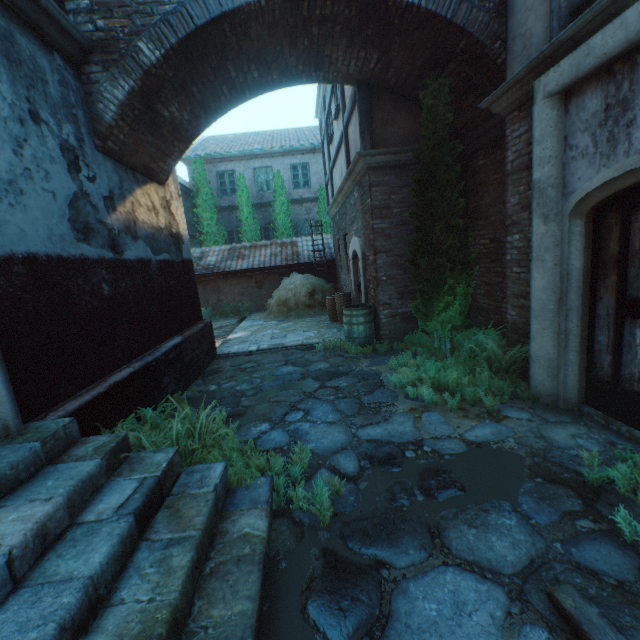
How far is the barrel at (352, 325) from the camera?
7.0 meters

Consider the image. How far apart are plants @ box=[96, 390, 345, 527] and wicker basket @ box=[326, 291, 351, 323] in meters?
5.6

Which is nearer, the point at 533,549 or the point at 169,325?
the point at 533,549

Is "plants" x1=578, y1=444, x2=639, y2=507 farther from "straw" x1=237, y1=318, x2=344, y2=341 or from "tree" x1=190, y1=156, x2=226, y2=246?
"tree" x1=190, y1=156, x2=226, y2=246

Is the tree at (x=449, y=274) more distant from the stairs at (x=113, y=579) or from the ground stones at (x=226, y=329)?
the ground stones at (x=226, y=329)

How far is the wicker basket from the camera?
9.43m

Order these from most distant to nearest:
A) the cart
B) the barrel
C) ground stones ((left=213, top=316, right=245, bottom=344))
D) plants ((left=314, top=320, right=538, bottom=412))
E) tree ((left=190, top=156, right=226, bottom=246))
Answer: tree ((left=190, top=156, right=226, bottom=246)) → ground stones ((left=213, top=316, right=245, bottom=344)) → the barrel → plants ((left=314, top=320, right=538, bottom=412)) → the cart

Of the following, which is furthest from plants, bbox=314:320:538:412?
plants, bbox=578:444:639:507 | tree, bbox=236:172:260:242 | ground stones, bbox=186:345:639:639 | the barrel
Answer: tree, bbox=236:172:260:242
